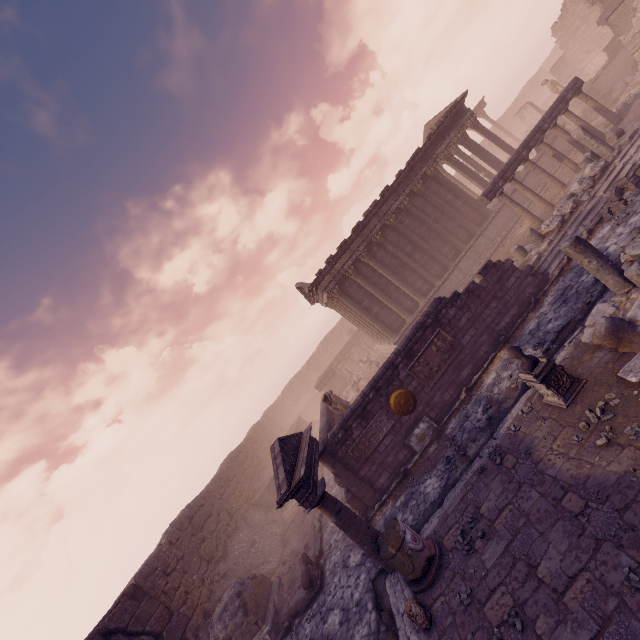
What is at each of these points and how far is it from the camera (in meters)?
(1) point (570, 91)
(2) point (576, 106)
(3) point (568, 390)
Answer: (1) entablature, 15.62
(2) building debris, 25.06
(3) pedestal, 6.67

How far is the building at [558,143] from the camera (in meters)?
20.02

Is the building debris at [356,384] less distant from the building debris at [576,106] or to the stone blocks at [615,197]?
the stone blocks at [615,197]

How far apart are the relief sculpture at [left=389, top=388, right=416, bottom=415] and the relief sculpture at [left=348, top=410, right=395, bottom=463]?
0.2 meters

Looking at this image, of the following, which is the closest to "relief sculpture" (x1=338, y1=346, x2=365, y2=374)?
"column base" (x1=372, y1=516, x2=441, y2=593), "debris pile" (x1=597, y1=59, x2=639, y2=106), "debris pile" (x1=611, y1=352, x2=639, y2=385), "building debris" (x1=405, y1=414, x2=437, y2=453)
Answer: "building debris" (x1=405, y1=414, x2=437, y2=453)

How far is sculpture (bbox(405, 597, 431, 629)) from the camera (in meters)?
5.84

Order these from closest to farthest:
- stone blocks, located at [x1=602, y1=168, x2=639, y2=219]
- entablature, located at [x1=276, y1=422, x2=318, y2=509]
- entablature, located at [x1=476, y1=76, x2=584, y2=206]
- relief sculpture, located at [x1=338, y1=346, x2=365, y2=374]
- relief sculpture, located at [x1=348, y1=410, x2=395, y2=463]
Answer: entablature, located at [x1=276, y1=422, x2=318, y2=509] < stone blocks, located at [x1=602, y1=168, x2=639, y2=219] < relief sculpture, located at [x1=348, y1=410, x2=395, y2=463] < entablature, located at [x1=476, y1=76, x2=584, y2=206] < relief sculpture, located at [x1=338, y1=346, x2=365, y2=374]

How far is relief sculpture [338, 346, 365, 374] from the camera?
34.4m
